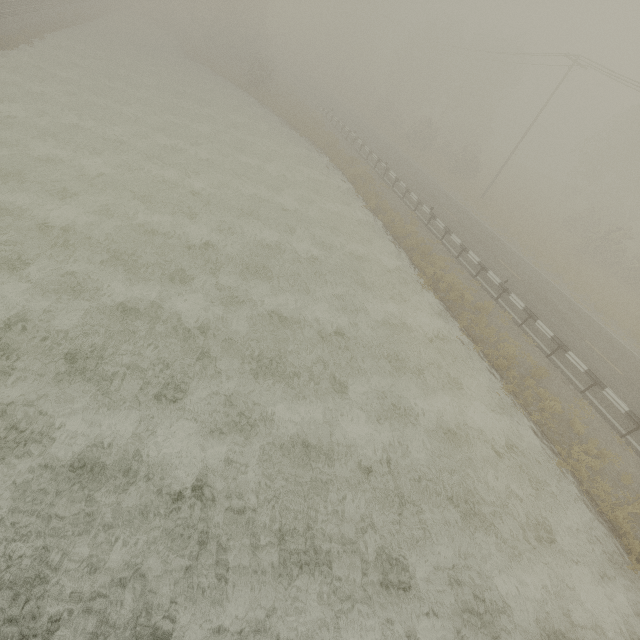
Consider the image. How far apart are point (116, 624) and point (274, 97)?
45.43m
